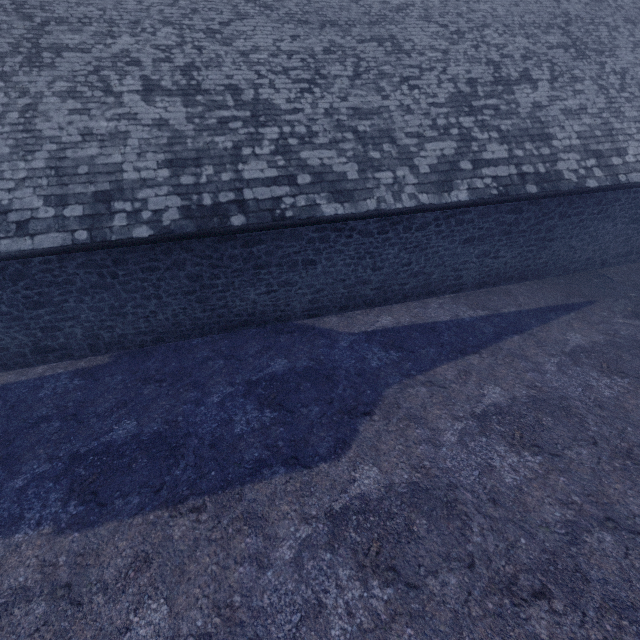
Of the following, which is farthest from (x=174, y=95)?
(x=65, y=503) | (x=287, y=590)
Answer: (x=287, y=590)
